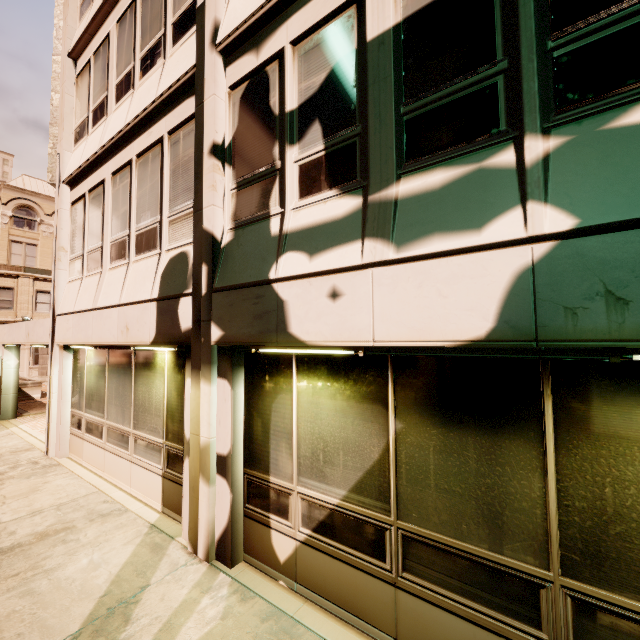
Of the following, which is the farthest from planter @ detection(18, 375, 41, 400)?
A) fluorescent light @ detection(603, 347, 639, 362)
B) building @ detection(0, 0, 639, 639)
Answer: fluorescent light @ detection(603, 347, 639, 362)

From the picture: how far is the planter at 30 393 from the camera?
16.81m

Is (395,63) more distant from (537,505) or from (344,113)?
(537,505)

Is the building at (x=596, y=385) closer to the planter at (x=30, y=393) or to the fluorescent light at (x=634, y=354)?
the fluorescent light at (x=634, y=354)

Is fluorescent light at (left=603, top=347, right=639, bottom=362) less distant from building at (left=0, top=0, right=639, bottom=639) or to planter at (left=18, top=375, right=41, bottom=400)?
building at (left=0, top=0, right=639, bottom=639)

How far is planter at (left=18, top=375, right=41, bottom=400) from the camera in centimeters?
1681cm

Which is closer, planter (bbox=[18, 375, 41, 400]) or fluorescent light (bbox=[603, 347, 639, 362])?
fluorescent light (bbox=[603, 347, 639, 362])
